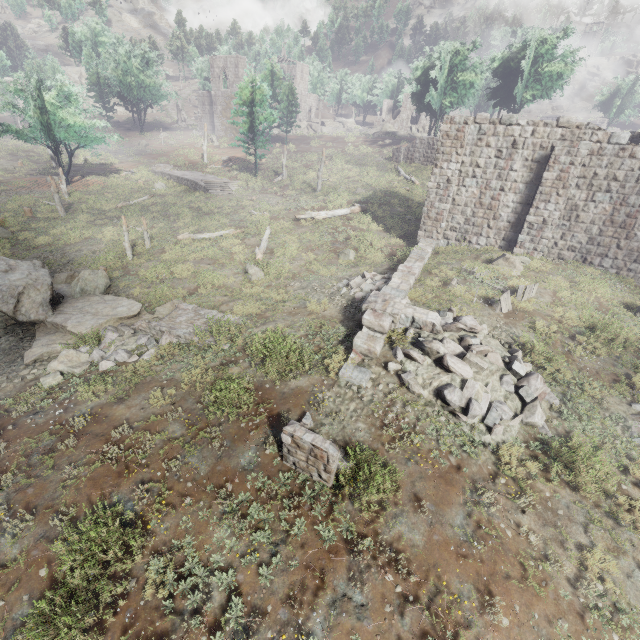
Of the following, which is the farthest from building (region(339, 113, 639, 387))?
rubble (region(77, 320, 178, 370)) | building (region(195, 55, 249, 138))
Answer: building (region(195, 55, 249, 138))

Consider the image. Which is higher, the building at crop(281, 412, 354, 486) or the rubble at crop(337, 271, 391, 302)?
the rubble at crop(337, 271, 391, 302)

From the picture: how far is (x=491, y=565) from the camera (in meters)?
6.38

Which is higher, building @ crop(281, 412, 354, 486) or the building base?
the building base

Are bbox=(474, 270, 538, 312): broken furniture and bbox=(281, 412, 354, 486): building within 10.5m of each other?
yes

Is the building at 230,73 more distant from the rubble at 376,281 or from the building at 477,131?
the rubble at 376,281

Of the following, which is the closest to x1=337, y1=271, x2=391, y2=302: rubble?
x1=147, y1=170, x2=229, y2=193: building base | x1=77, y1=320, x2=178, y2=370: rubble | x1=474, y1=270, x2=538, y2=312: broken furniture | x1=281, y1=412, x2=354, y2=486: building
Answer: x1=474, y1=270, x2=538, y2=312: broken furniture

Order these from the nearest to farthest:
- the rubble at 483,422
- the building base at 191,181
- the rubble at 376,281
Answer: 1. the rubble at 483,422
2. the rubble at 376,281
3. the building base at 191,181
